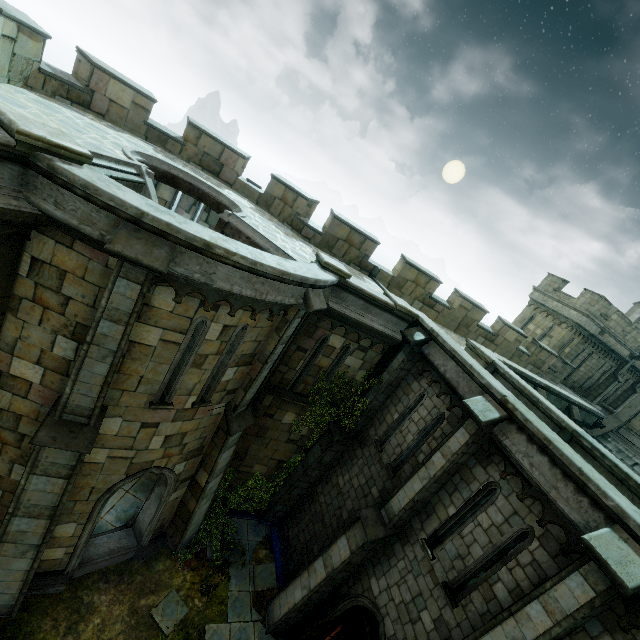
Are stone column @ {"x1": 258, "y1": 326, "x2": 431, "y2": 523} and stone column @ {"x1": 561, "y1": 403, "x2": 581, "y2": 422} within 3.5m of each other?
no

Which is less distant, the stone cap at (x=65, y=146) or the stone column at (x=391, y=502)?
the stone cap at (x=65, y=146)

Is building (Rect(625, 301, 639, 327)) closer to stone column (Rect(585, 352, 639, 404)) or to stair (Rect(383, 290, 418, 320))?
stone column (Rect(585, 352, 639, 404))

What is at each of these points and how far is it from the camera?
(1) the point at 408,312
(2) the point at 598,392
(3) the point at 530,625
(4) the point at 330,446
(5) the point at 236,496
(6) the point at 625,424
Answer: (1) stair, 10.5m
(2) stone column, 24.4m
(3) stone column, 5.6m
(4) stone column, 11.7m
(5) plant, 12.5m
(6) building, 17.4m

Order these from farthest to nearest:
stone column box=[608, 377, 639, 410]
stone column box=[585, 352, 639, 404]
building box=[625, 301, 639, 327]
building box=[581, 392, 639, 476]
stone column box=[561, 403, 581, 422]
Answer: building box=[625, 301, 639, 327], stone column box=[608, 377, 639, 410], stone column box=[585, 352, 639, 404], building box=[581, 392, 639, 476], stone column box=[561, 403, 581, 422]

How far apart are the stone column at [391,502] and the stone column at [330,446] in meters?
2.5 m

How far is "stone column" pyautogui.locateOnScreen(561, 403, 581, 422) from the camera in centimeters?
1550cm

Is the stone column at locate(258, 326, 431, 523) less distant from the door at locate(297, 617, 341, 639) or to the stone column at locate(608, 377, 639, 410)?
the door at locate(297, 617, 341, 639)
